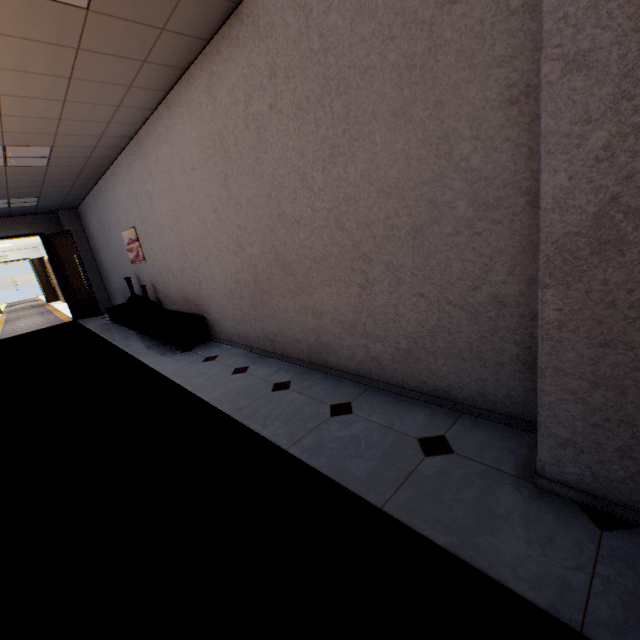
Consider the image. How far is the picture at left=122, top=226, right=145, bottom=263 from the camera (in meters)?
5.88

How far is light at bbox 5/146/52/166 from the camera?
4.2 meters

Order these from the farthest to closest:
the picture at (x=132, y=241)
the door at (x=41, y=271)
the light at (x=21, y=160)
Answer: the door at (x=41, y=271) → the picture at (x=132, y=241) → the light at (x=21, y=160)

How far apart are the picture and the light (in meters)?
1.39

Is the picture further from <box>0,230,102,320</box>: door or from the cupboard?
<box>0,230,102,320</box>: door

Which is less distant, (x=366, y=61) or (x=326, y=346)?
(x=366, y=61)

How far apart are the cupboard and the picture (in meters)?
0.95

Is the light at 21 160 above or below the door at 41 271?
above
